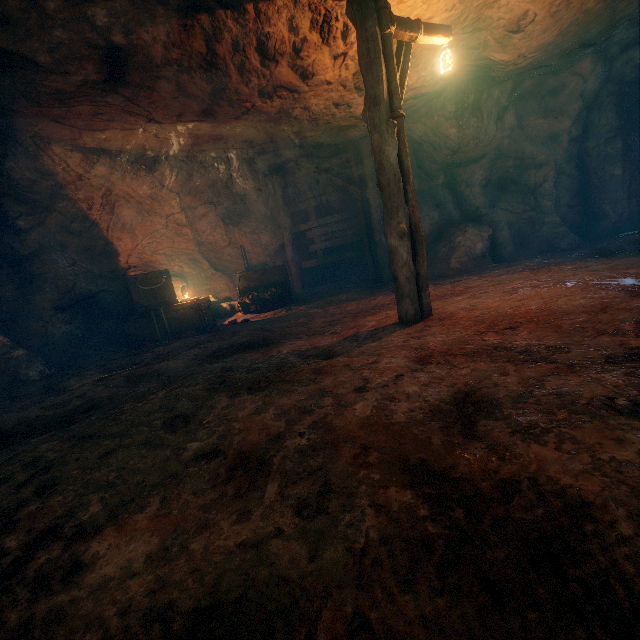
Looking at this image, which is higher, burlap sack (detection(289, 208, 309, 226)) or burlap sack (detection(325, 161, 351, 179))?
burlap sack (detection(325, 161, 351, 179))

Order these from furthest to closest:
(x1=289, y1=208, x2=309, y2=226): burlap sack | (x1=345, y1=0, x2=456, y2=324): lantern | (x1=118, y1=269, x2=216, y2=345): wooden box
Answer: (x1=289, y1=208, x2=309, y2=226): burlap sack → (x1=118, y1=269, x2=216, y2=345): wooden box → (x1=345, y1=0, x2=456, y2=324): lantern

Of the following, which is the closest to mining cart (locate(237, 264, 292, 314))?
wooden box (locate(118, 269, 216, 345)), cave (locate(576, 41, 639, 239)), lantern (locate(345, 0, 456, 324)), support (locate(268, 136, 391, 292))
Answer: wooden box (locate(118, 269, 216, 345))

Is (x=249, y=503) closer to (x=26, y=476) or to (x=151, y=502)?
(x=151, y=502)

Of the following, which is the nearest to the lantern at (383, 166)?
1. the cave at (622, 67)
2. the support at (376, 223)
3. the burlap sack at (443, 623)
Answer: the burlap sack at (443, 623)

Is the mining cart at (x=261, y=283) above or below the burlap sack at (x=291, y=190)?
below

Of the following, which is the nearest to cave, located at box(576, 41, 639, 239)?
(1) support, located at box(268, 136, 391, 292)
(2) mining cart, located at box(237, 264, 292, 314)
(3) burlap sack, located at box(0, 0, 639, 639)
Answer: (3) burlap sack, located at box(0, 0, 639, 639)

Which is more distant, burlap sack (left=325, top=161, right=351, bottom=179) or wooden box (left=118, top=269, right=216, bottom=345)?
burlap sack (left=325, top=161, right=351, bottom=179)
